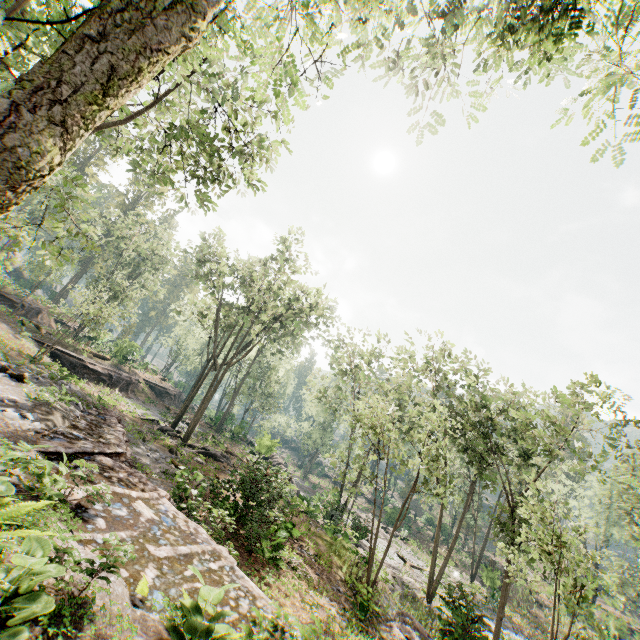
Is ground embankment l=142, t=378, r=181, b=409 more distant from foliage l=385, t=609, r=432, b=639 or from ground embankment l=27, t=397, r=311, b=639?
ground embankment l=27, t=397, r=311, b=639

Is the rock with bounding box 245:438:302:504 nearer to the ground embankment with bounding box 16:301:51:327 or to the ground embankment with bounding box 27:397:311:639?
the ground embankment with bounding box 27:397:311:639

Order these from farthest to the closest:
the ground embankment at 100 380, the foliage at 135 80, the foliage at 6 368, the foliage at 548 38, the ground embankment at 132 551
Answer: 1. the ground embankment at 100 380
2. the foliage at 6 368
3. the foliage at 548 38
4. the ground embankment at 132 551
5. the foliage at 135 80

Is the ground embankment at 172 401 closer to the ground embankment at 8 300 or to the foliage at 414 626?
the foliage at 414 626

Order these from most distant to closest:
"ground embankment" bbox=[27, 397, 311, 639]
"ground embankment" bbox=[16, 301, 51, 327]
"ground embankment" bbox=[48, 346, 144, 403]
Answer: "ground embankment" bbox=[16, 301, 51, 327] → "ground embankment" bbox=[48, 346, 144, 403] → "ground embankment" bbox=[27, 397, 311, 639]

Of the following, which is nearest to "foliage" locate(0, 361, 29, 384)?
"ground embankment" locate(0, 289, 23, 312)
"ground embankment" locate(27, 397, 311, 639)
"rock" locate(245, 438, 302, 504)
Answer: "rock" locate(245, 438, 302, 504)

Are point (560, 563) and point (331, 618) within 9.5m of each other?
yes
